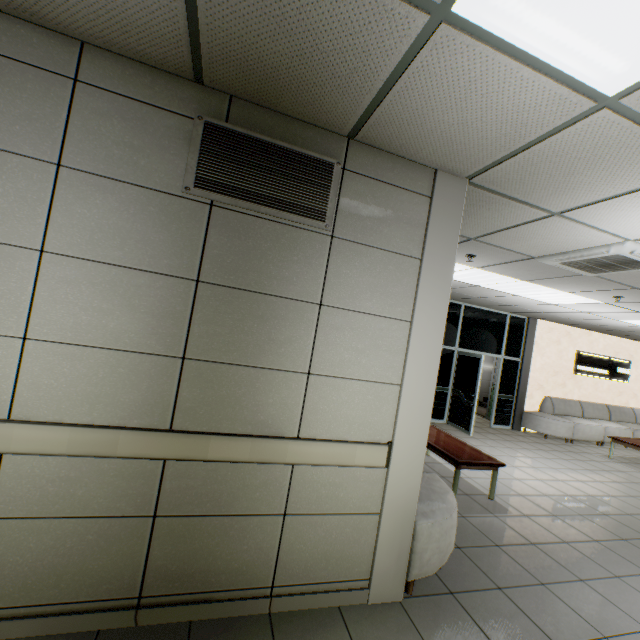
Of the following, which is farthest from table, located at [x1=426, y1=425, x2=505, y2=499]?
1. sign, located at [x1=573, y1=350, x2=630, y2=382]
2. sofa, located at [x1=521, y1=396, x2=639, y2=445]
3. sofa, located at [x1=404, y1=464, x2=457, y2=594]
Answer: sign, located at [x1=573, y1=350, x2=630, y2=382]

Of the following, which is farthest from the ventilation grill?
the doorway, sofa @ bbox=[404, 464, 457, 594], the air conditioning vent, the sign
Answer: the sign

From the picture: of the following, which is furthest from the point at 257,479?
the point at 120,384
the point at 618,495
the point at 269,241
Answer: the point at 618,495

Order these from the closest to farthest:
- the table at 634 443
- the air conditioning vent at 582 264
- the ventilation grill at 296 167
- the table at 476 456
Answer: the ventilation grill at 296 167
the air conditioning vent at 582 264
the table at 476 456
the table at 634 443

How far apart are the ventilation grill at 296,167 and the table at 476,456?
3.7 meters

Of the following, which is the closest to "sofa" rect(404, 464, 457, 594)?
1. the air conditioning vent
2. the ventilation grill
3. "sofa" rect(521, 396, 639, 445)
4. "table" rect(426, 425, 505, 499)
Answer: "table" rect(426, 425, 505, 499)

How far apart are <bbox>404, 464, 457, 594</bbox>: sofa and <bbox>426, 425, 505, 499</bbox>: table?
0.68m

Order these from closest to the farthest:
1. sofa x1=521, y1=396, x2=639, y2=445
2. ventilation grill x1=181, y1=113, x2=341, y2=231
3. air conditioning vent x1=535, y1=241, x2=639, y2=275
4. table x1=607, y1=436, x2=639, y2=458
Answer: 1. ventilation grill x1=181, y1=113, x2=341, y2=231
2. air conditioning vent x1=535, y1=241, x2=639, y2=275
3. table x1=607, y1=436, x2=639, y2=458
4. sofa x1=521, y1=396, x2=639, y2=445
